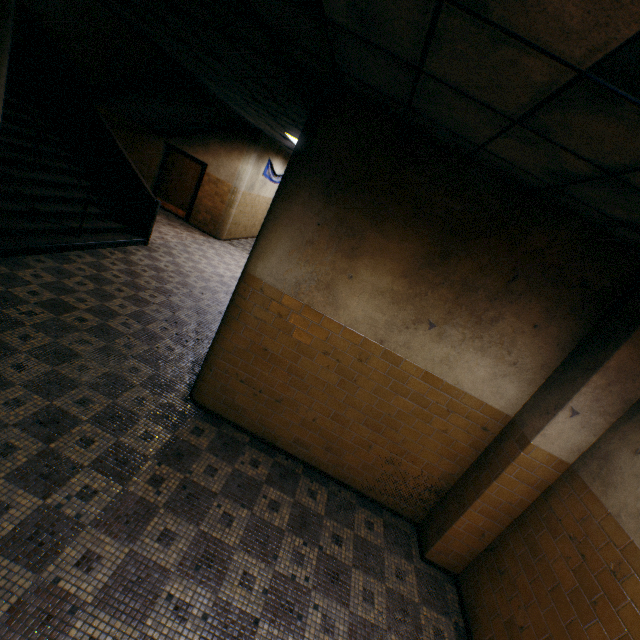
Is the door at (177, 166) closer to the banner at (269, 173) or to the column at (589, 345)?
the banner at (269, 173)

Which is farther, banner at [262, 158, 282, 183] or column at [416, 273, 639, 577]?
banner at [262, 158, 282, 183]

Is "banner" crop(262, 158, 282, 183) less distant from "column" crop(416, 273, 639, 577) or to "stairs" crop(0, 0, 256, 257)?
"stairs" crop(0, 0, 256, 257)

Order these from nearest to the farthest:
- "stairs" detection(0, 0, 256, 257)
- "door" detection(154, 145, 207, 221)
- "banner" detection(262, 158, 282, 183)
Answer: "stairs" detection(0, 0, 256, 257) < "door" detection(154, 145, 207, 221) < "banner" detection(262, 158, 282, 183)

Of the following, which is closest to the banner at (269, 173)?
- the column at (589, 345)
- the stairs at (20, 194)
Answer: the stairs at (20, 194)

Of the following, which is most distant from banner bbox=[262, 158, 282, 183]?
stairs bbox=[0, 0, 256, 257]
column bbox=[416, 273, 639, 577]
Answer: column bbox=[416, 273, 639, 577]

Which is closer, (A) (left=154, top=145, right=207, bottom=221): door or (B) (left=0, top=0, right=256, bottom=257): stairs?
(B) (left=0, top=0, right=256, bottom=257): stairs

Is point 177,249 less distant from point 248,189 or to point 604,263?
point 248,189
